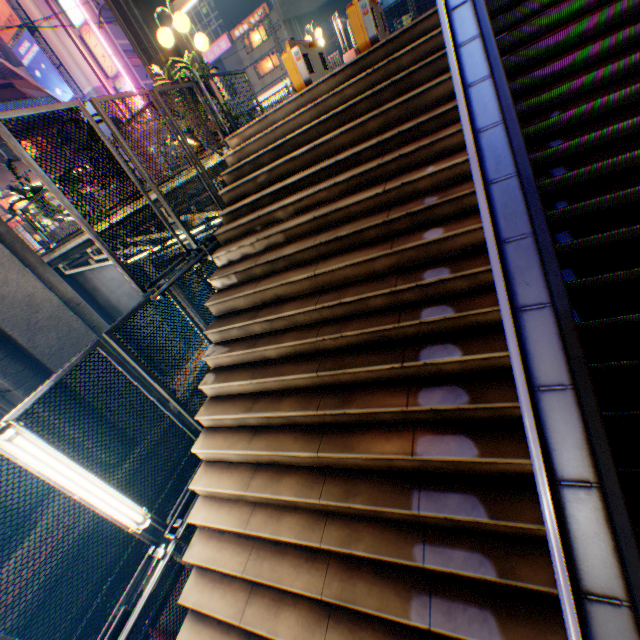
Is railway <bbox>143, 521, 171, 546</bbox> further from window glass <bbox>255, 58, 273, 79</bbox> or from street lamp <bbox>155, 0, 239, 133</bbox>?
window glass <bbox>255, 58, 273, 79</bbox>

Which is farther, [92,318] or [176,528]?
[92,318]

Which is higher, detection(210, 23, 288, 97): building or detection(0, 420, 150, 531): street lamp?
detection(210, 23, 288, 97): building

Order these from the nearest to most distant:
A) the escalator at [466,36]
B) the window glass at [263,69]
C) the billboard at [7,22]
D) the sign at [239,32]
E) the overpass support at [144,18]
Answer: the escalator at [466,36] → the overpass support at [144,18] → the billboard at [7,22] → the sign at [239,32] → the window glass at [263,69]

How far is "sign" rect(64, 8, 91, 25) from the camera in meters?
23.9

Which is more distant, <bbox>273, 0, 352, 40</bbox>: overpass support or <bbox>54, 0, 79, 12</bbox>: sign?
<bbox>273, 0, 352, 40</bbox>: overpass support

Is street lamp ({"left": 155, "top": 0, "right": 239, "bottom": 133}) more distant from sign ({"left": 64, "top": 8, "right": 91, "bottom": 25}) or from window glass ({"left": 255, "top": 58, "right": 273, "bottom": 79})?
window glass ({"left": 255, "top": 58, "right": 273, "bottom": 79})

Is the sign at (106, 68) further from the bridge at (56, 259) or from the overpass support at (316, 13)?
the bridge at (56, 259)
